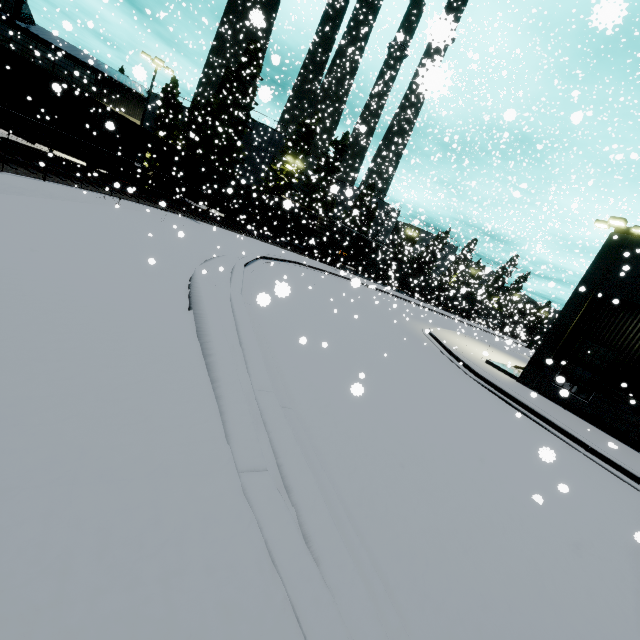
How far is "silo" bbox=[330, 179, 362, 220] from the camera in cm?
706

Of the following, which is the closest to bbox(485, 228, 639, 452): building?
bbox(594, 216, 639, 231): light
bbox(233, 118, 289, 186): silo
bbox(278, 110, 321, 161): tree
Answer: bbox(233, 118, 289, 186): silo

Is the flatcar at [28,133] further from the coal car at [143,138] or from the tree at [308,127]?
the tree at [308,127]

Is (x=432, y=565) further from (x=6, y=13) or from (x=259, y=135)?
(x=259, y=135)

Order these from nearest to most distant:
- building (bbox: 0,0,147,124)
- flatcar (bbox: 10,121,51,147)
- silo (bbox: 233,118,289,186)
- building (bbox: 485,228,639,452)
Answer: building (bbox: 485,228,639,452)
flatcar (bbox: 10,121,51,147)
building (bbox: 0,0,147,124)
silo (bbox: 233,118,289,186)

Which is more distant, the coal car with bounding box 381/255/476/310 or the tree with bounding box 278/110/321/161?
the tree with bounding box 278/110/321/161

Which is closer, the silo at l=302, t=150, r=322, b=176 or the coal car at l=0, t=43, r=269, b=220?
the coal car at l=0, t=43, r=269, b=220

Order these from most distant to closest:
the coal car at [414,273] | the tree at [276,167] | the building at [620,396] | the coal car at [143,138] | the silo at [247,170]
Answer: the silo at [247,170], the tree at [276,167], the coal car at [414,273], the coal car at [143,138], the building at [620,396]
